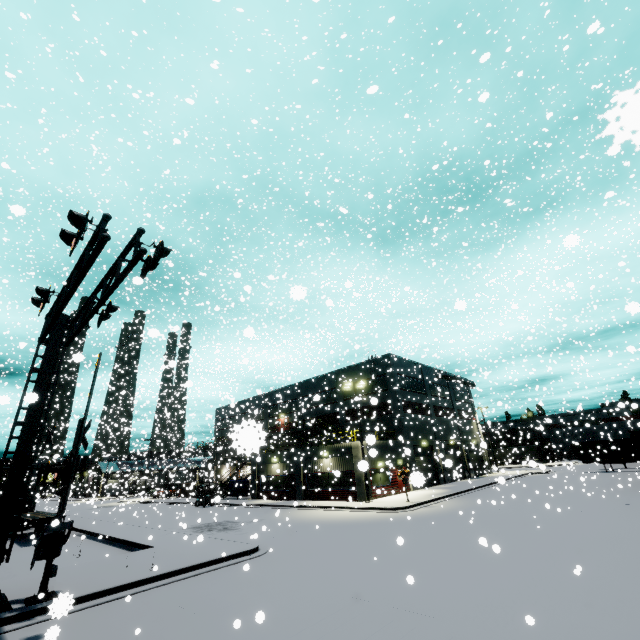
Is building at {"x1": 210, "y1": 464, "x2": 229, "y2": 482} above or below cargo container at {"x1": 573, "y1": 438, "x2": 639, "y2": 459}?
above

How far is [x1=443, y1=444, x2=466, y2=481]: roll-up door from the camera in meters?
11.2

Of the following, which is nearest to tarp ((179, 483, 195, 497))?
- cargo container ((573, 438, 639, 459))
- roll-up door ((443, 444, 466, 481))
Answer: roll-up door ((443, 444, 466, 481))

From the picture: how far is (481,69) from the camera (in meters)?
24.45

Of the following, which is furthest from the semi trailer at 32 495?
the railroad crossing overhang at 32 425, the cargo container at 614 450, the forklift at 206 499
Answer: the cargo container at 614 450

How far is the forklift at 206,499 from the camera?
36.0m

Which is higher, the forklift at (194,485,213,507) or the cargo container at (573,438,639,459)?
the cargo container at (573,438,639,459)

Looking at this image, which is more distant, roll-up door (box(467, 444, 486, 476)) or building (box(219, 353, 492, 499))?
roll-up door (box(467, 444, 486, 476))
